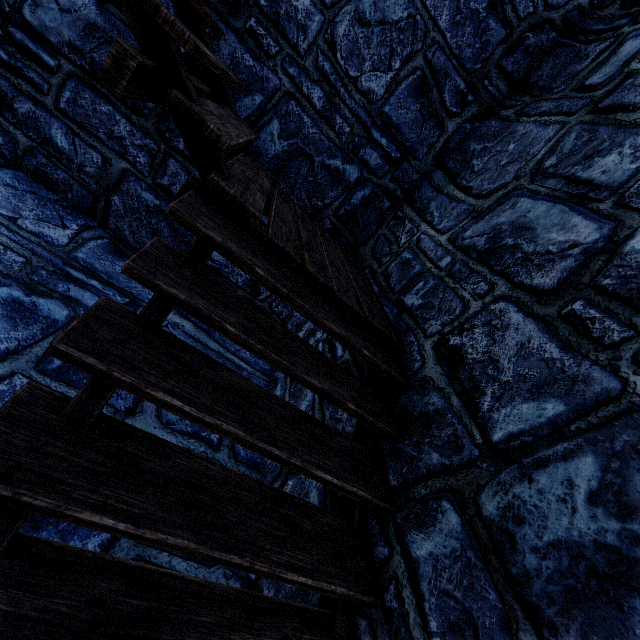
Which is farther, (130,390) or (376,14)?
(376,14)
